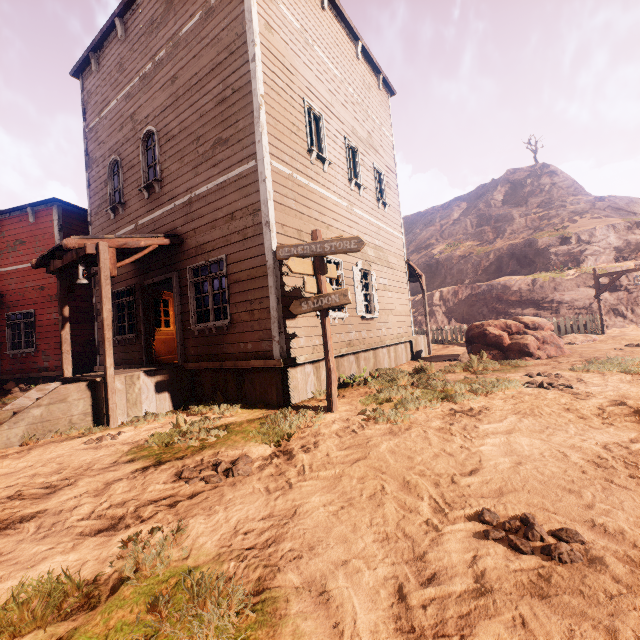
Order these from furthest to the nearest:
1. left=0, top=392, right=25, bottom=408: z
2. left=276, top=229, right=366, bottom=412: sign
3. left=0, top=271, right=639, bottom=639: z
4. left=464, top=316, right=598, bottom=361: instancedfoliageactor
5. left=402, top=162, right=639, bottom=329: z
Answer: left=402, top=162, right=639, bottom=329: z, left=464, top=316, right=598, bottom=361: instancedfoliageactor, left=0, top=392, right=25, bottom=408: z, left=276, top=229, right=366, bottom=412: sign, left=0, top=271, right=639, bottom=639: z

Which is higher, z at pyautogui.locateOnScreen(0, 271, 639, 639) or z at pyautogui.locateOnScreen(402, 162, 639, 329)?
z at pyautogui.locateOnScreen(402, 162, 639, 329)

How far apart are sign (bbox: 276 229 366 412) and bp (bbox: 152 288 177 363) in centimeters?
512cm

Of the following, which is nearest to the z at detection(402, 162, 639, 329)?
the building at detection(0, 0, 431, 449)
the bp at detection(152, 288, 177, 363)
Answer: the building at detection(0, 0, 431, 449)

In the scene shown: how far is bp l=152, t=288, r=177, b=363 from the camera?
9.23m

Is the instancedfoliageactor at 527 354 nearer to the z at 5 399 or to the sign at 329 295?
the z at 5 399

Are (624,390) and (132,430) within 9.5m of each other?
yes

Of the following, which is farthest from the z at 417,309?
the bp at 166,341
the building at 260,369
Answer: the bp at 166,341
